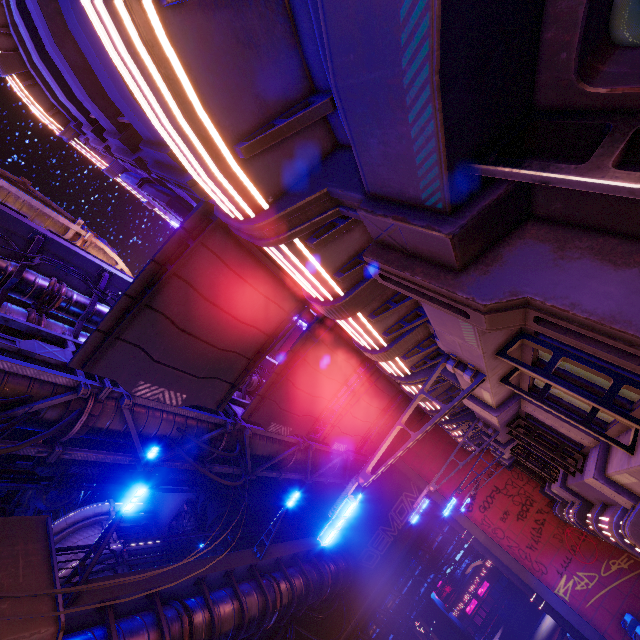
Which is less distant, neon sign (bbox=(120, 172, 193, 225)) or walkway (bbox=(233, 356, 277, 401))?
neon sign (bbox=(120, 172, 193, 225))

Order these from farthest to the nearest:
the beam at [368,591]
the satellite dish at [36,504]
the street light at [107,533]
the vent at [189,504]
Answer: the vent at [189,504] < the satellite dish at [36,504] < the beam at [368,591] < the street light at [107,533]

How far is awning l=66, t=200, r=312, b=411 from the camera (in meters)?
6.29

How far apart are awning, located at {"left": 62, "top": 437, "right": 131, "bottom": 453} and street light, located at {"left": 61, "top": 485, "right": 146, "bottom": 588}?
5.51m

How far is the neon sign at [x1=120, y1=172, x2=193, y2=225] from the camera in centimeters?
880cm

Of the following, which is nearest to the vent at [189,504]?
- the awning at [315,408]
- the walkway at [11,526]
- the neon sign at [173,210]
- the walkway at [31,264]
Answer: the walkway at [11,526]

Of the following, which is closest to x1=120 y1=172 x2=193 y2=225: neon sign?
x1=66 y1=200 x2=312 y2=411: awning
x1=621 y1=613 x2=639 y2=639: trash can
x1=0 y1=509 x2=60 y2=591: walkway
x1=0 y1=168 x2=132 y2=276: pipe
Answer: x1=66 y1=200 x2=312 y2=411: awning

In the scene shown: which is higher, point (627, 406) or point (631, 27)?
point (631, 27)
